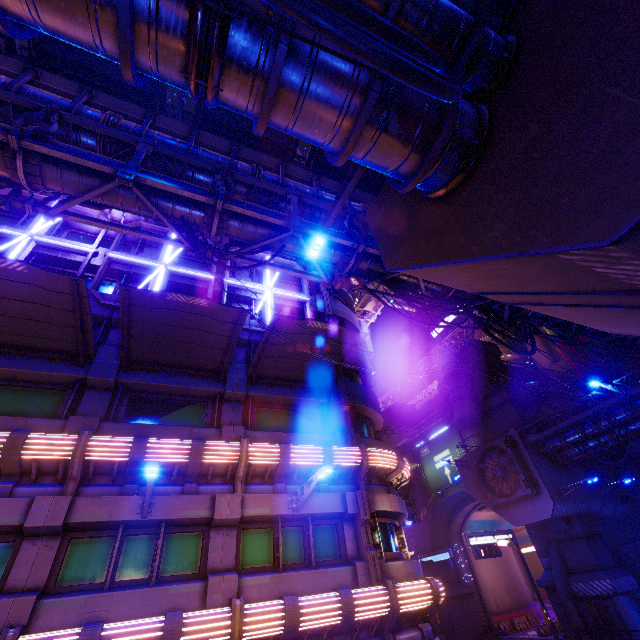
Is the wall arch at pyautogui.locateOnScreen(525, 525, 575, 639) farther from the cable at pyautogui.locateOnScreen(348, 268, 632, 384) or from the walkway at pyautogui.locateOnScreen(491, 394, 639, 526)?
the cable at pyautogui.locateOnScreen(348, 268, 632, 384)

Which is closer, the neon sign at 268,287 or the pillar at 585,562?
the neon sign at 268,287

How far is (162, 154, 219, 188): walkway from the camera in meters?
11.4 m

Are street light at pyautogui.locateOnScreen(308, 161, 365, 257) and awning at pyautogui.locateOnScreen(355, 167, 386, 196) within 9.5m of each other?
yes

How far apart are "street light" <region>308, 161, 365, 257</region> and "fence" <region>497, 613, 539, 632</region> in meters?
47.4

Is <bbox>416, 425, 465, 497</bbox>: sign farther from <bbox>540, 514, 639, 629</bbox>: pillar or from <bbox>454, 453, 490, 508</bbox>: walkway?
<bbox>540, 514, 639, 629</bbox>: pillar

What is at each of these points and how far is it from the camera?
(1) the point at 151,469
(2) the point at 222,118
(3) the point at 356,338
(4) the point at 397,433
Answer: (1) street light, 8.21m
(2) awning, 12.42m
(3) awning, 13.45m
(4) awning, 21.47m

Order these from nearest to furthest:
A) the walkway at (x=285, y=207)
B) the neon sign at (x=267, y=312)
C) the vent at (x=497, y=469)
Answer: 1. the walkway at (x=285, y=207)
2. the neon sign at (x=267, y=312)
3. the vent at (x=497, y=469)
